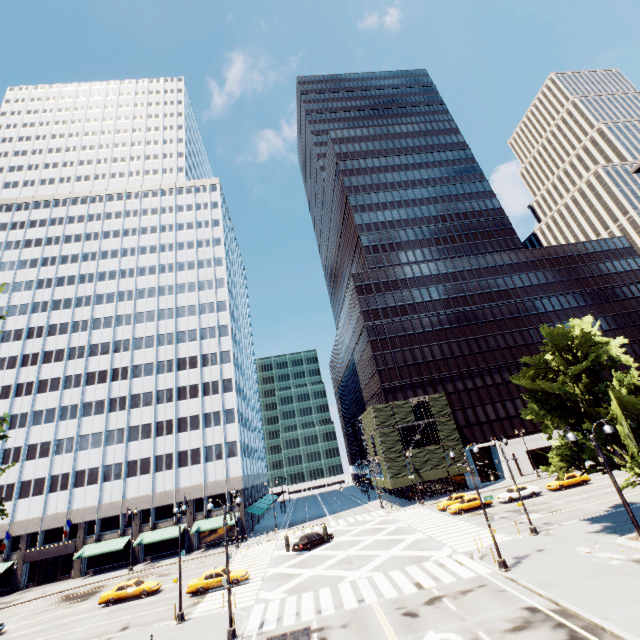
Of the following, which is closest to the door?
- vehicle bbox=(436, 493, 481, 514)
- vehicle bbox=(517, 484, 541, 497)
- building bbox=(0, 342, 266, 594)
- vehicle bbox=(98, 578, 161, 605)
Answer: building bbox=(0, 342, 266, 594)

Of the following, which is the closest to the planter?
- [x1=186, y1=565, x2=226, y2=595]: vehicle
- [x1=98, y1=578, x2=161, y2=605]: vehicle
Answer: [x1=186, y1=565, x2=226, y2=595]: vehicle

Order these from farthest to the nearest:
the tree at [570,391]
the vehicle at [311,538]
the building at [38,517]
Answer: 1. the building at [38,517]
2. the vehicle at [311,538]
3. the tree at [570,391]

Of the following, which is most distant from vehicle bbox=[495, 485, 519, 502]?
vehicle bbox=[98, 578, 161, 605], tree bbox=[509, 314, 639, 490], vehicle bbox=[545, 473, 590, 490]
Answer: vehicle bbox=[98, 578, 161, 605]

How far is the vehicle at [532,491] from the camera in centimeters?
3850cm

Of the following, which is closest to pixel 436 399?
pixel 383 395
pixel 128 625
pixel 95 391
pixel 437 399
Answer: A: pixel 437 399

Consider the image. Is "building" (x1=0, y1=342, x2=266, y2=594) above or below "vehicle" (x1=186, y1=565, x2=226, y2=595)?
above

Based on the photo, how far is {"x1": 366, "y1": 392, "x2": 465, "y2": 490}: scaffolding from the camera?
51.1 meters
